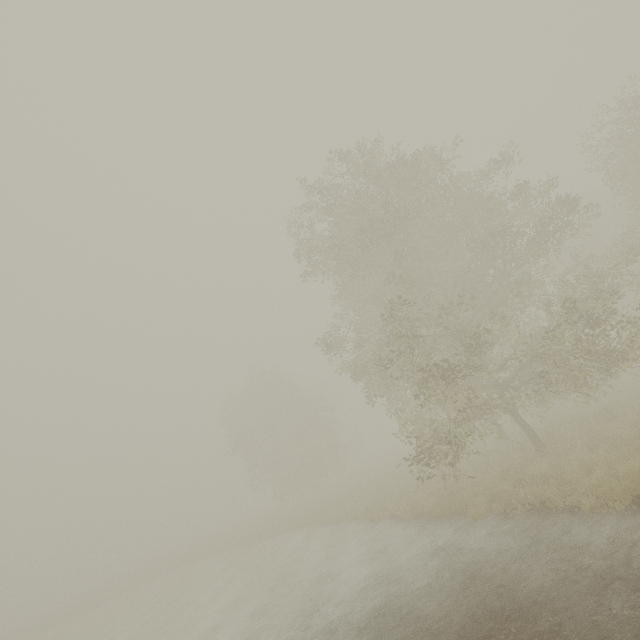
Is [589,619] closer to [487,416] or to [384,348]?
[487,416]
